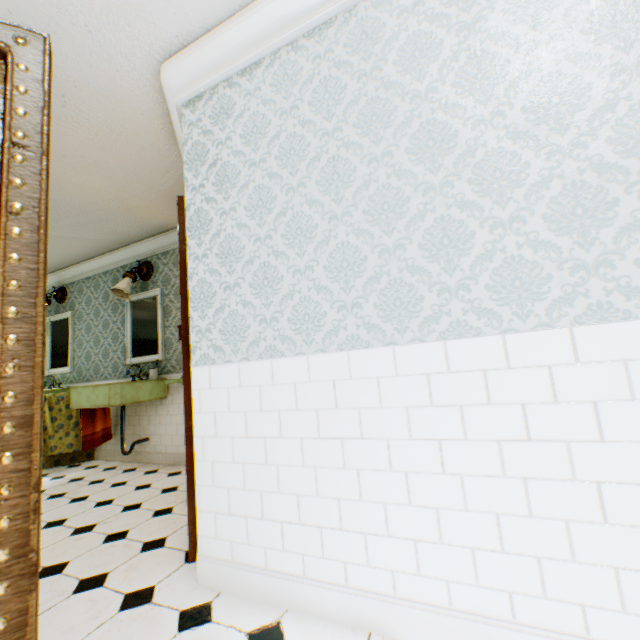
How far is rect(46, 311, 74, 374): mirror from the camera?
5.44m

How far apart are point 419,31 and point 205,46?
1.3m

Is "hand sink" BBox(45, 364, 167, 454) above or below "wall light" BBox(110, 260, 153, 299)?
below

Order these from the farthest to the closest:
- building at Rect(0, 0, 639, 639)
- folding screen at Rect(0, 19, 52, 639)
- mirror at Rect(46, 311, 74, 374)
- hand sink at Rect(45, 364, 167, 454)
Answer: mirror at Rect(46, 311, 74, 374)
hand sink at Rect(45, 364, 167, 454)
building at Rect(0, 0, 639, 639)
folding screen at Rect(0, 19, 52, 639)

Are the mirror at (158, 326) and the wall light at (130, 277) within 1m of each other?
yes

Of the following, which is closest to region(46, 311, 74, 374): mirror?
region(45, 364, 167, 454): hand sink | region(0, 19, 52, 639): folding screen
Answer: region(45, 364, 167, 454): hand sink

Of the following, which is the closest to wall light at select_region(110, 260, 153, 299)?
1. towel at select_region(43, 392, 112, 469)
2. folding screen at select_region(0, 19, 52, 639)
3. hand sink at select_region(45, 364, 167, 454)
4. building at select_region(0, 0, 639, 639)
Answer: building at select_region(0, 0, 639, 639)

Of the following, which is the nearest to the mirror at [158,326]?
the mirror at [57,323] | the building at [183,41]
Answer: the building at [183,41]
